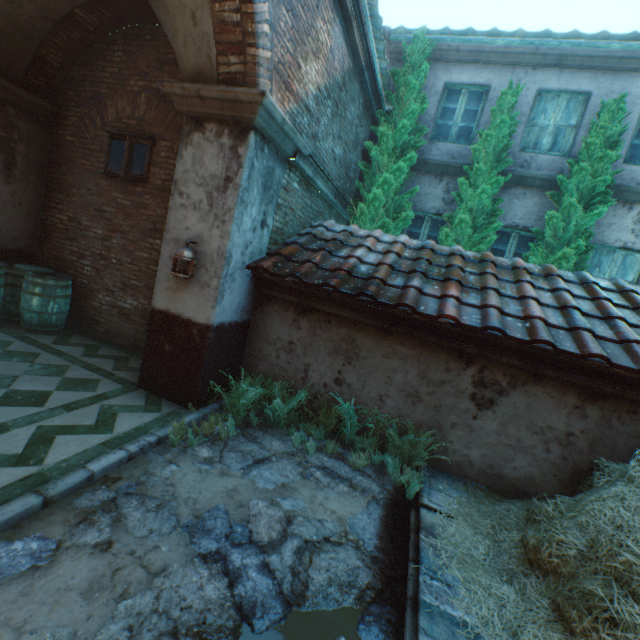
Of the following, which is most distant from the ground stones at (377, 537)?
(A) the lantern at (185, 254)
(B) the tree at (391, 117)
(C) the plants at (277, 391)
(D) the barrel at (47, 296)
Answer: (B) the tree at (391, 117)

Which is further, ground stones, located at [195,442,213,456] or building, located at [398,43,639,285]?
building, located at [398,43,639,285]

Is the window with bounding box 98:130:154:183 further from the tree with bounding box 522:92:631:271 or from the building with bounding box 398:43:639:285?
the tree with bounding box 522:92:631:271

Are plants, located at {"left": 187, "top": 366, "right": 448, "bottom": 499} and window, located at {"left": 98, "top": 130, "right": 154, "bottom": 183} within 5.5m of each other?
yes

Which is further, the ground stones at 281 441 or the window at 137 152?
the window at 137 152

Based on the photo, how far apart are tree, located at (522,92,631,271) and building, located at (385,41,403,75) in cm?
424

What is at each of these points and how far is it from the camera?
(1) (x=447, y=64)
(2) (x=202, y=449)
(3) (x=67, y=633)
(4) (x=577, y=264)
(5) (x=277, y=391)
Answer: (1) building, 7.6m
(2) ground stones, 3.6m
(3) ground stones, 1.8m
(4) tree, 6.2m
(5) plants, 4.6m

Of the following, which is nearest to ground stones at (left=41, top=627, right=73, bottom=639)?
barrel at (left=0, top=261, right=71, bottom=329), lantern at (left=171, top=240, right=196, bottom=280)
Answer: lantern at (left=171, top=240, right=196, bottom=280)
